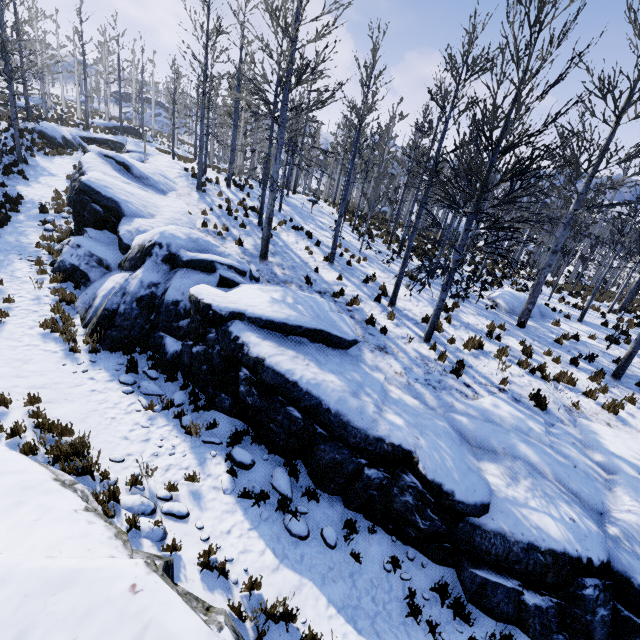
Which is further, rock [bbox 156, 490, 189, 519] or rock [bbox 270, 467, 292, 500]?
rock [bbox 270, 467, 292, 500]

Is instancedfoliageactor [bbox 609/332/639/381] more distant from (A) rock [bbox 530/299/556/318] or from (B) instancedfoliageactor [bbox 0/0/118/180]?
(B) instancedfoliageactor [bbox 0/0/118/180]

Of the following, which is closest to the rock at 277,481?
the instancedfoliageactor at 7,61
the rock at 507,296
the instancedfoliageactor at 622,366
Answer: the instancedfoliageactor at 622,366

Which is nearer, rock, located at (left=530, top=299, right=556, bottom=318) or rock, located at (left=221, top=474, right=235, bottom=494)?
rock, located at (left=221, top=474, right=235, bottom=494)

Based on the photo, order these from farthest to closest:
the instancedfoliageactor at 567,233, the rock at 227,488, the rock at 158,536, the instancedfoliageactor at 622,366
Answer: the instancedfoliageactor at 622,366
the instancedfoliageactor at 567,233
the rock at 227,488
the rock at 158,536

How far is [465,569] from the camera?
5.6 meters

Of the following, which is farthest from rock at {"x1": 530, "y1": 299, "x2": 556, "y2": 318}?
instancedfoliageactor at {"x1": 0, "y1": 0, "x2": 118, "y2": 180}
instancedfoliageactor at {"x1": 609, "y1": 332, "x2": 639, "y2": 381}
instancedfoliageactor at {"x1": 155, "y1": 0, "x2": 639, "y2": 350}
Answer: instancedfoliageactor at {"x1": 0, "y1": 0, "x2": 118, "y2": 180}

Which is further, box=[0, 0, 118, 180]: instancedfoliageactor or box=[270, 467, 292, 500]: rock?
box=[0, 0, 118, 180]: instancedfoliageactor
